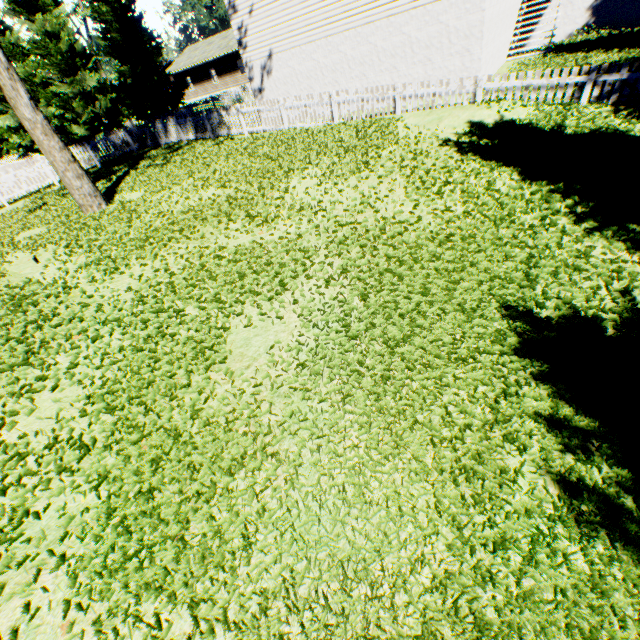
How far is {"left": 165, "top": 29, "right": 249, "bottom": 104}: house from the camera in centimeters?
3894cm

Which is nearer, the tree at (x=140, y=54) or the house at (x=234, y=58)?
the tree at (x=140, y=54)

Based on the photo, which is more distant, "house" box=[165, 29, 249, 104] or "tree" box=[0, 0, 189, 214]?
"house" box=[165, 29, 249, 104]

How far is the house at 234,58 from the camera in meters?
38.9

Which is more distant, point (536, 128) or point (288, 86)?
point (288, 86)
